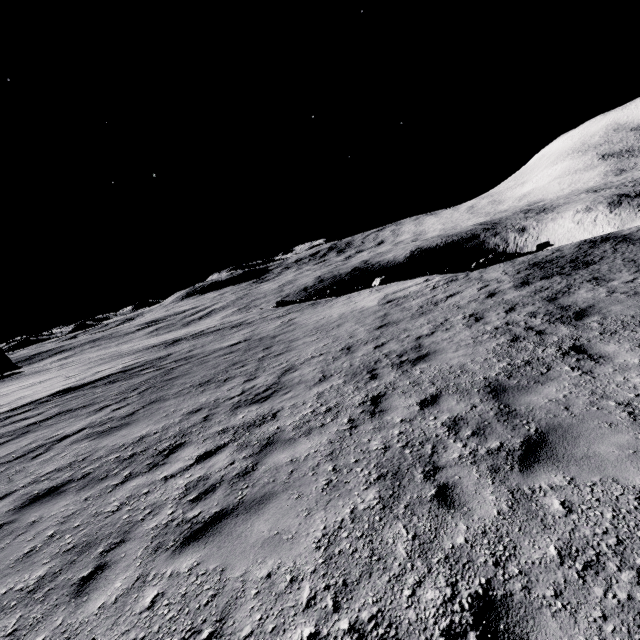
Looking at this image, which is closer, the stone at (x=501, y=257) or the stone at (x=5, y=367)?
the stone at (x=501, y=257)

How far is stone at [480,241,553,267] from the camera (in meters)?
20.67

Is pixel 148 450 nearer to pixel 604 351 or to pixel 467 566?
pixel 467 566

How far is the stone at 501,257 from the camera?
20.7 meters

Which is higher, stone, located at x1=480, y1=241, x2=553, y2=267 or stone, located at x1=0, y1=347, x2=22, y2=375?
stone, located at x1=0, y1=347, x2=22, y2=375

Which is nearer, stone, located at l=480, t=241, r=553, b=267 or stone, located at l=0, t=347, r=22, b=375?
stone, located at l=480, t=241, r=553, b=267
